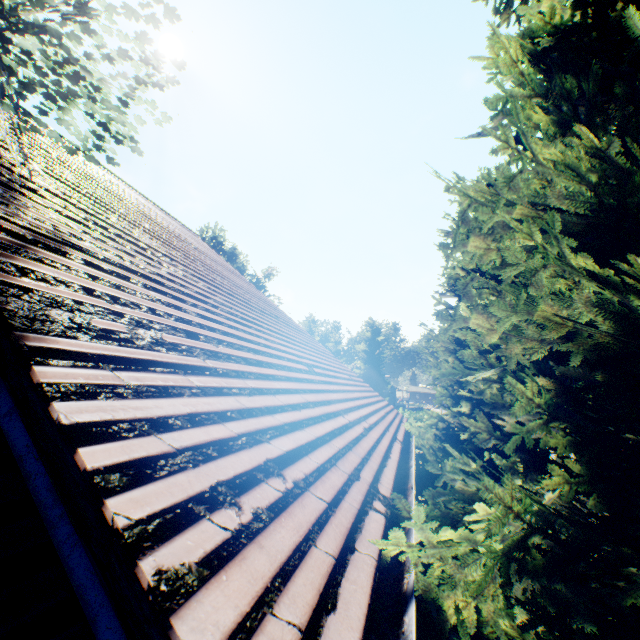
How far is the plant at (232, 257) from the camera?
53.00m

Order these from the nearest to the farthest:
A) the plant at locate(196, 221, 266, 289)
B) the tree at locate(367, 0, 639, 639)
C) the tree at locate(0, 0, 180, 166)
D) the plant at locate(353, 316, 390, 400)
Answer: the tree at locate(367, 0, 639, 639) → the tree at locate(0, 0, 180, 166) → the plant at locate(353, 316, 390, 400) → the plant at locate(196, 221, 266, 289)

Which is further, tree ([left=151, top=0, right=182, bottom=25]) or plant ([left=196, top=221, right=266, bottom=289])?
plant ([left=196, top=221, right=266, bottom=289])

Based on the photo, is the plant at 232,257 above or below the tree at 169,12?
above

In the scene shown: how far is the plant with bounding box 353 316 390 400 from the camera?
52.2m

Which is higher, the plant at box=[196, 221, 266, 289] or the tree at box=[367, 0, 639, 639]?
the plant at box=[196, 221, 266, 289]

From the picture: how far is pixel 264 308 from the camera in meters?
6.7
